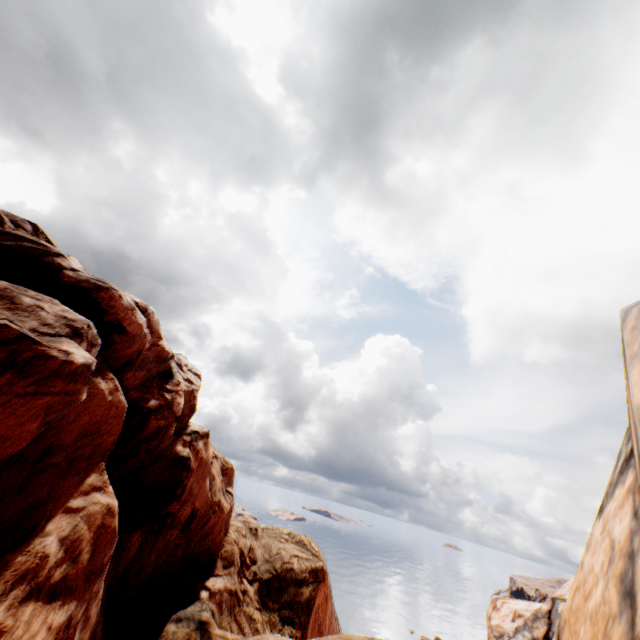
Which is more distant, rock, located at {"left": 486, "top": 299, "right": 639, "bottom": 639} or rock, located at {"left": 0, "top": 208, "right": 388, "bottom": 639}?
rock, located at {"left": 0, "top": 208, "right": 388, "bottom": 639}

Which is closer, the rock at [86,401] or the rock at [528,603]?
the rock at [528,603]

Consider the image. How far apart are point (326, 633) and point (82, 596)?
17.23m
